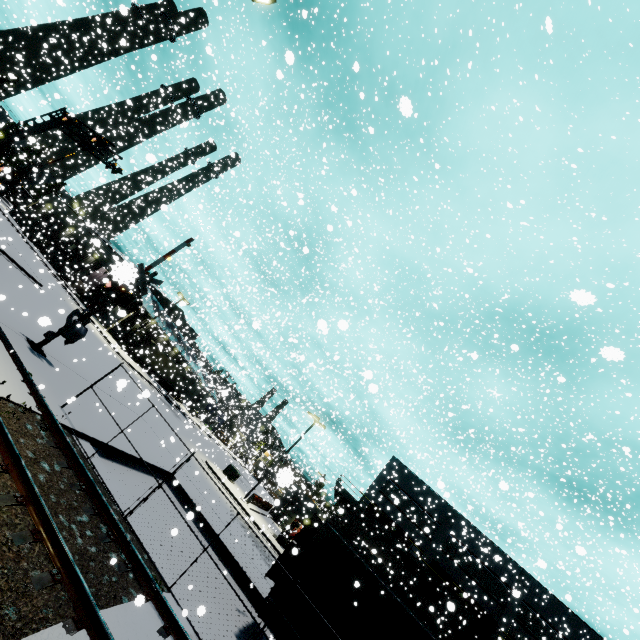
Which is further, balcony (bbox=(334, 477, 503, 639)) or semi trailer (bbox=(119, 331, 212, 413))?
semi trailer (bbox=(119, 331, 212, 413))

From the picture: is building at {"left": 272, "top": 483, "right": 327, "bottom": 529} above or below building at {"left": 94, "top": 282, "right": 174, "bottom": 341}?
below

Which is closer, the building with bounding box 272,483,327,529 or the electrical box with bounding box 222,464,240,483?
the building with bounding box 272,483,327,529

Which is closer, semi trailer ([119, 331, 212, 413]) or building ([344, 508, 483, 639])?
building ([344, 508, 483, 639])

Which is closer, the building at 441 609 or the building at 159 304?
the building at 441 609

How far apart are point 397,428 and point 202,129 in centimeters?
5103cm

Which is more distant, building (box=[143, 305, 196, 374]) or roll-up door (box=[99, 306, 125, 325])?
building (box=[143, 305, 196, 374])

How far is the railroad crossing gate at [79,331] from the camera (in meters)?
11.98
